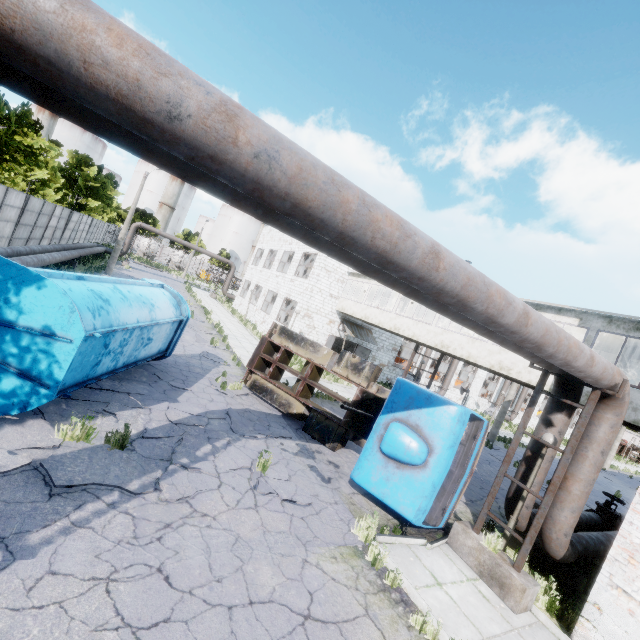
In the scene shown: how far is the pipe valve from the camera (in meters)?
10.62

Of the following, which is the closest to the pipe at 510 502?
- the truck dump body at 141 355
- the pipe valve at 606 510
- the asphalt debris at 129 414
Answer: the pipe valve at 606 510

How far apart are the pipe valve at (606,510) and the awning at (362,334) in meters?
15.4

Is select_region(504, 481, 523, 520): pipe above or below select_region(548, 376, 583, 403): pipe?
below

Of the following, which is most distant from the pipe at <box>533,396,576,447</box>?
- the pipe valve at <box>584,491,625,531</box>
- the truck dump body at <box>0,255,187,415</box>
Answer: the truck dump body at <box>0,255,187,415</box>

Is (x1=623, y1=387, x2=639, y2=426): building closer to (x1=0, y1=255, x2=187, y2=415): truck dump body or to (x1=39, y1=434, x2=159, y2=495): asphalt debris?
(x1=39, y1=434, x2=159, y2=495): asphalt debris

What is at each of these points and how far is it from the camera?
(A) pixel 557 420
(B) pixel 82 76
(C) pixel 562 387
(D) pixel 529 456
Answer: (A) pipe, 7.7m
(B) pipe, 2.0m
(C) pipe, 7.8m
(D) pipe, 7.9m

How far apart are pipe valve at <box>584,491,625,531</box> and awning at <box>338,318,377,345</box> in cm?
1539
